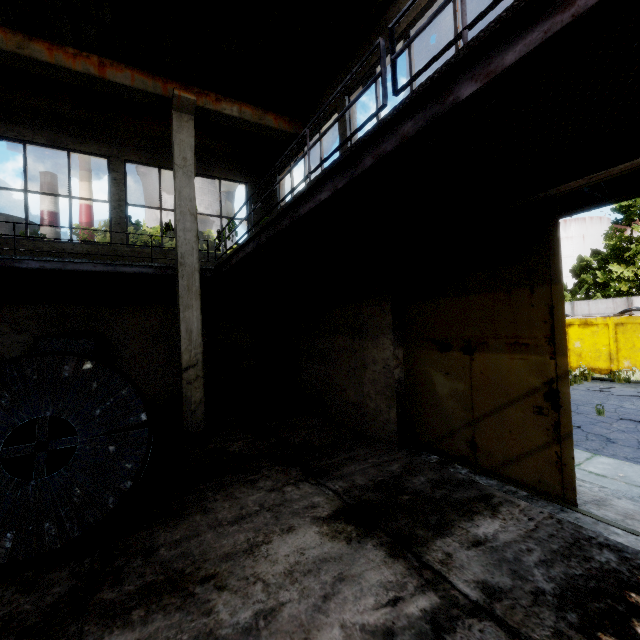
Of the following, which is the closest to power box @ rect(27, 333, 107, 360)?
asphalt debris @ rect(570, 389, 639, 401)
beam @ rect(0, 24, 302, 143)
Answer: beam @ rect(0, 24, 302, 143)

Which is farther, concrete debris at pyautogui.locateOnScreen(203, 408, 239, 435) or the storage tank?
the storage tank

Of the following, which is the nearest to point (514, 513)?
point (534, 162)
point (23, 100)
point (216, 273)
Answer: point (534, 162)

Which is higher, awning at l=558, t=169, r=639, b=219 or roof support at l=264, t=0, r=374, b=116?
roof support at l=264, t=0, r=374, b=116

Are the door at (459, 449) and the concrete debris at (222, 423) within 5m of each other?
yes

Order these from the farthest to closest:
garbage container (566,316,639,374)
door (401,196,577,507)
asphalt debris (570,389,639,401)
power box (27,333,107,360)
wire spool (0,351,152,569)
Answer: garbage container (566,316,639,374) < asphalt debris (570,389,639,401) < power box (27,333,107,360) < door (401,196,577,507) < wire spool (0,351,152,569)

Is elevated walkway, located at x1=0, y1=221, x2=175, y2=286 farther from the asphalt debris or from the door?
the asphalt debris

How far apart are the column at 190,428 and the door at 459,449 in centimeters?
450cm
